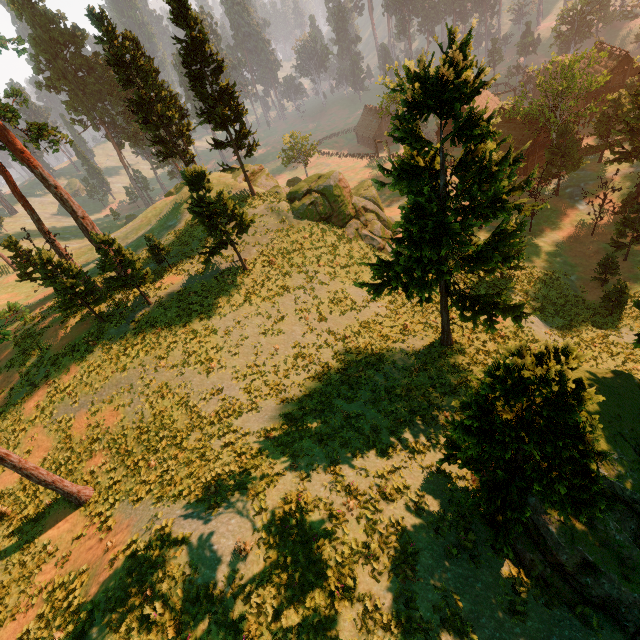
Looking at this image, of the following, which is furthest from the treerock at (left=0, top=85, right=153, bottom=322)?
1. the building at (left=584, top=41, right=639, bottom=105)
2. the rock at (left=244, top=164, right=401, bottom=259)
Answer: the rock at (left=244, top=164, right=401, bottom=259)

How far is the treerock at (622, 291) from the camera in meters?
24.7 m

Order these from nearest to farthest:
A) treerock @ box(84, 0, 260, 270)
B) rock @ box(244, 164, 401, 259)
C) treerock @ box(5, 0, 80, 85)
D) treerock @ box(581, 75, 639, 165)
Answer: treerock @ box(84, 0, 260, 270) → rock @ box(244, 164, 401, 259) → treerock @ box(581, 75, 639, 165) → treerock @ box(5, 0, 80, 85)

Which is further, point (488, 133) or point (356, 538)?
point (488, 133)

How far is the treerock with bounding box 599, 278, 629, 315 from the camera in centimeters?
2470cm

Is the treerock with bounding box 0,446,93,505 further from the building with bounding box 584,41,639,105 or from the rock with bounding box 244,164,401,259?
the rock with bounding box 244,164,401,259

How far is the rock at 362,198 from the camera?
31.3 meters
